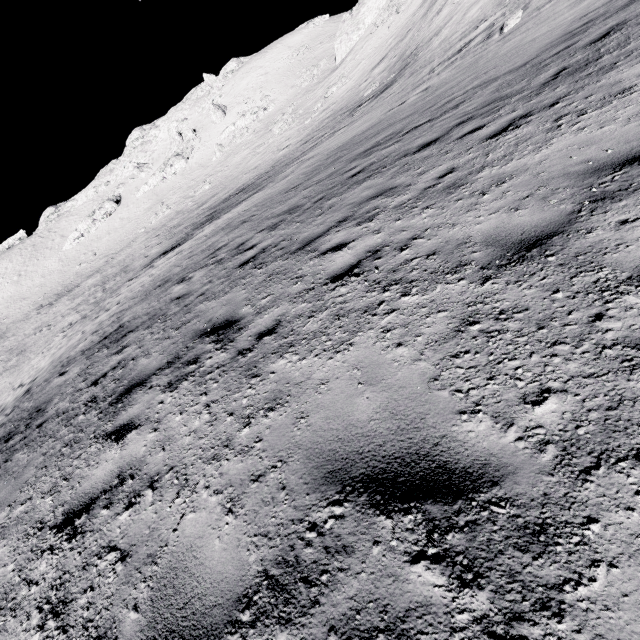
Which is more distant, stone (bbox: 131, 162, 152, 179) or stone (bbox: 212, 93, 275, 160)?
stone (bbox: 131, 162, 152, 179)

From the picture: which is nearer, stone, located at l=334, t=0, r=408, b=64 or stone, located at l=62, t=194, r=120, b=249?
stone, located at l=334, t=0, r=408, b=64

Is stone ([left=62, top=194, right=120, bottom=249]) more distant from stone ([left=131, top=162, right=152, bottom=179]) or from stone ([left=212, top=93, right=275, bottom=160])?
stone ([left=212, top=93, right=275, bottom=160])

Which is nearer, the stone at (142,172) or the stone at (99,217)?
the stone at (99,217)

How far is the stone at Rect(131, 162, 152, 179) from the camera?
58.6m

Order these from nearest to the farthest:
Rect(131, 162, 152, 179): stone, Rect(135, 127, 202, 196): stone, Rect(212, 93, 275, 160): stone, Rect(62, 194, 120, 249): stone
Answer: Rect(212, 93, 275, 160): stone, Rect(135, 127, 202, 196): stone, Rect(62, 194, 120, 249): stone, Rect(131, 162, 152, 179): stone

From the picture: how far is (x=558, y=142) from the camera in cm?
437

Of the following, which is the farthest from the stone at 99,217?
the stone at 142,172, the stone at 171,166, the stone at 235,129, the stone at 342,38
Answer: the stone at 342,38
